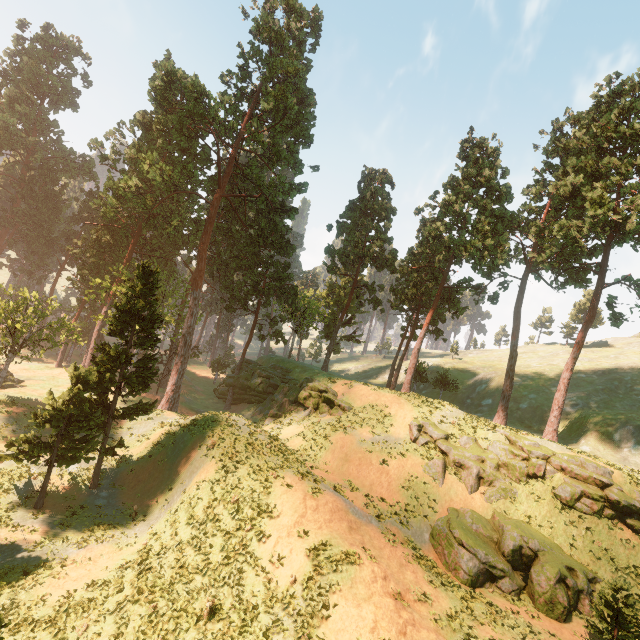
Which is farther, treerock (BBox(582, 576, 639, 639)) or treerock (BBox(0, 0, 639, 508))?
treerock (BBox(0, 0, 639, 508))

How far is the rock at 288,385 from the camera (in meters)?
32.22

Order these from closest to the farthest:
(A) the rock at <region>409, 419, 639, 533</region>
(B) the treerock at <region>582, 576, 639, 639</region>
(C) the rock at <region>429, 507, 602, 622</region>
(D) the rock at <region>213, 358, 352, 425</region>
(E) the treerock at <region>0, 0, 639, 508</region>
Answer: (B) the treerock at <region>582, 576, 639, 639</region>
(C) the rock at <region>429, 507, 602, 622</region>
(A) the rock at <region>409, 419, 639, 533</region>
(E) the treerock at <region>0, 0, 639, 508</region>
(D) the rock at <region>213, 358, 352, 425</region>

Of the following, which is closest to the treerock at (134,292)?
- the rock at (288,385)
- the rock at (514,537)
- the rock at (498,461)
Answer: the rock at (288,385)

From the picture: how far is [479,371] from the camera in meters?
52.3

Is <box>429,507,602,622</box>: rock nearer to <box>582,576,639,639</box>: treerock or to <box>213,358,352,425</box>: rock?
<box>213,358,352,425</box>: rock

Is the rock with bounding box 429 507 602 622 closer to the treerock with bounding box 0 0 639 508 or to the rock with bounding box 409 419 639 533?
the rock with bounding box 409 419 639 533

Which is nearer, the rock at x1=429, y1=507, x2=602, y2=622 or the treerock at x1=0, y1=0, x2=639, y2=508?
the rock at x1=429, y1=507, x2=602, y2=622
